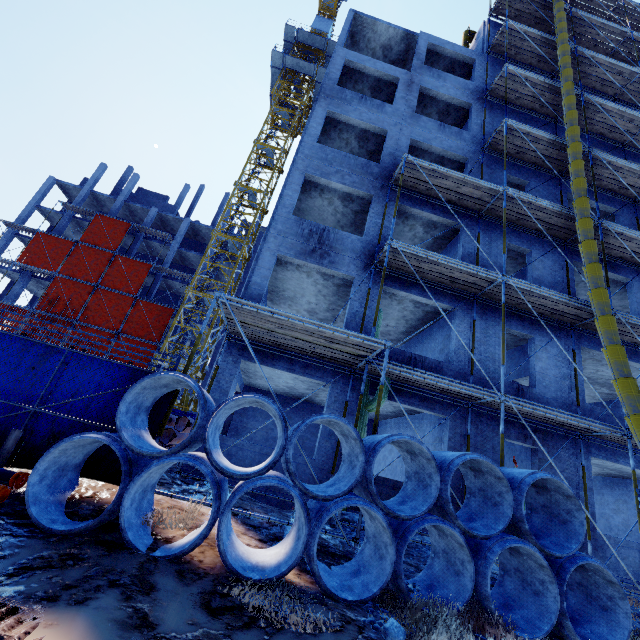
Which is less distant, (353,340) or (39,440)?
(39,440)

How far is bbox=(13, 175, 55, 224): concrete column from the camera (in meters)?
35.00

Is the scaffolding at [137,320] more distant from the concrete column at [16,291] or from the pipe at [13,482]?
the pipe at [13,482]

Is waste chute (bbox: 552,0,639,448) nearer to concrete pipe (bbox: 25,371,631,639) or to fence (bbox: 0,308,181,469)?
concrete pipe (bbox: 25,371,631,639)

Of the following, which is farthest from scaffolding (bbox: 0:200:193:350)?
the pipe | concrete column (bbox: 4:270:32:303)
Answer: the pipe

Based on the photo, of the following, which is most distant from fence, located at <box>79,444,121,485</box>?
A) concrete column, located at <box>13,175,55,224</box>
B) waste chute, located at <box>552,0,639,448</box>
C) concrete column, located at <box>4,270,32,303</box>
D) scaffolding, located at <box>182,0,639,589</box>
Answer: concrete column, located at <box>13,175,55,224</box>

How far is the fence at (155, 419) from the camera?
5.8m

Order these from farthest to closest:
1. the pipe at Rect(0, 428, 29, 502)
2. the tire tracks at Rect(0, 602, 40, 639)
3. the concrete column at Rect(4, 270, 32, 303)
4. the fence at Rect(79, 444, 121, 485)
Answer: the concrete column at Rect(4, 270, 32, 303), the fence at Rect(79, 444, 121, 485), the pipe at Rect(0, 428, 29, 502), the tire tracks at Rect(0, 602, 40, 639)
